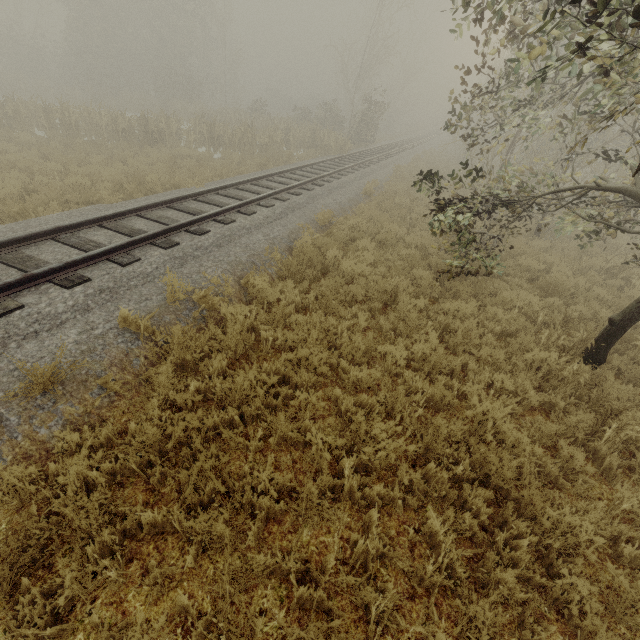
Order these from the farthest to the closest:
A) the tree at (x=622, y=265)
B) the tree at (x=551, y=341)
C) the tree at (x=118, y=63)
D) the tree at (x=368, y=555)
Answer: the tree at (x=118, y=63)
the tree at (x=622, y=265)
the tree at (x=551, y=341)
the tree at (x=368, y=555)

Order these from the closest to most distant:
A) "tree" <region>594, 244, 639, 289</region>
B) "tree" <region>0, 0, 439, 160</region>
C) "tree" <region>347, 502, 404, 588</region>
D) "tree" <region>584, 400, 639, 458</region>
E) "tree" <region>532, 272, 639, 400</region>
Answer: "tree" <region>347, 502, 404, 588</region> < "tree" <region>584, 400, 639, 458</region> < "tree" <region>532, 272, 639, 400</region> < "tree" <region>594, 244, 639, 289</region> < "tree" <region>0, 0, 439, 160</region>

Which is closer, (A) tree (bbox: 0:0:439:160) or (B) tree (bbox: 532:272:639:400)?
(B) tree (bbox: 532:272:639:400)

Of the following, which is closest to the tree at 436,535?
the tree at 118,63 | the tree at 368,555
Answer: the tree at 368,555

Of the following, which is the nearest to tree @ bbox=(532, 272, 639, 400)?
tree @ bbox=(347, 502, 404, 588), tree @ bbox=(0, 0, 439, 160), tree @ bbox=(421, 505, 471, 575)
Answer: tree @ bbox=(421, 505, 471, 575)

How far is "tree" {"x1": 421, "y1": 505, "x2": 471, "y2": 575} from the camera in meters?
3.1 m

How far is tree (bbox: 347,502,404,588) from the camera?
2.99m

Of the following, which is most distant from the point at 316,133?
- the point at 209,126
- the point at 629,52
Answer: the point at 629,52
